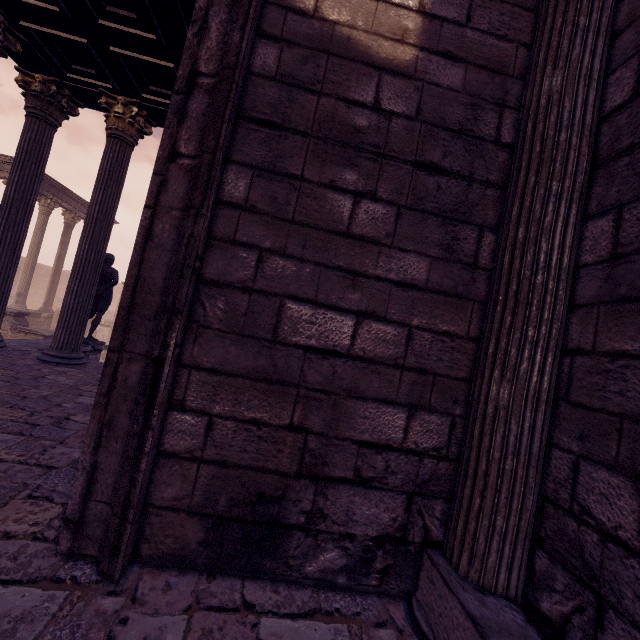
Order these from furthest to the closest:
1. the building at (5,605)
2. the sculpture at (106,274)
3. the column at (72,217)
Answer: the column at (72,217) < the sculpture at (106,274) < the building at (5,605)

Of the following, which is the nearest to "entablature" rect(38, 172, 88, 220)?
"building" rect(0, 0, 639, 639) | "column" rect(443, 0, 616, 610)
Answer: "building" rect(0, 0, 639, 639)

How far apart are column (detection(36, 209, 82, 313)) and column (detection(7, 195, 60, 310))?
0.99m

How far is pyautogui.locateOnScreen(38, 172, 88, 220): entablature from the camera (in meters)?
15.14

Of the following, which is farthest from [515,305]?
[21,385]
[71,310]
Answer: [71,310]

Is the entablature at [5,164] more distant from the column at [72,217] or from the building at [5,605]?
the building at [5,605]

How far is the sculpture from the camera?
8.6m

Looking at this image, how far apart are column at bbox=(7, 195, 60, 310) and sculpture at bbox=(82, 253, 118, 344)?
9.6 meters
